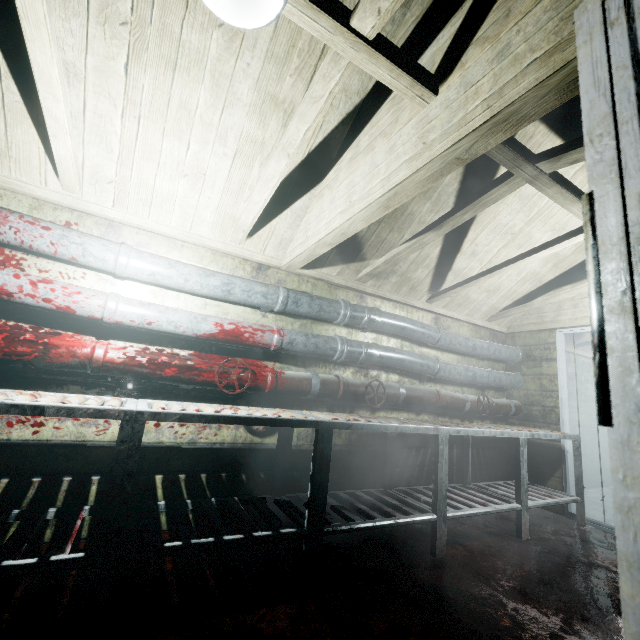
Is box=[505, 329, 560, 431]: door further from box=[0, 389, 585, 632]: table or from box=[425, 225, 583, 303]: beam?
box=[425, 225, 583, 303]: beam

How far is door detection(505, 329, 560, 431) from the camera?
3.7 meters

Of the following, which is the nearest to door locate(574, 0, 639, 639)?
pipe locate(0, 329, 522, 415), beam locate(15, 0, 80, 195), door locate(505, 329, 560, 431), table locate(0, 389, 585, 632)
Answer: beam locate(15, 0, 80, 195)

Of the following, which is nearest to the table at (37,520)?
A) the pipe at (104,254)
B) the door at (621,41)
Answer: the pipe at (104,254)

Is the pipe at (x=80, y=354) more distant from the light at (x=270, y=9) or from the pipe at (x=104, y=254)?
the light at (x=270, y=9)

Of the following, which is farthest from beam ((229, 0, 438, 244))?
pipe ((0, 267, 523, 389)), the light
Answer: pipe ((0, 267, 523, 389))

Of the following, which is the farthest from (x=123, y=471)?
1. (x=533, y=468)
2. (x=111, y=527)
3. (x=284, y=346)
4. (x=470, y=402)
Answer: (x=533, y=468)

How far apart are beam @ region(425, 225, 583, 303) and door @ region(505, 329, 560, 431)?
1.3 meters
